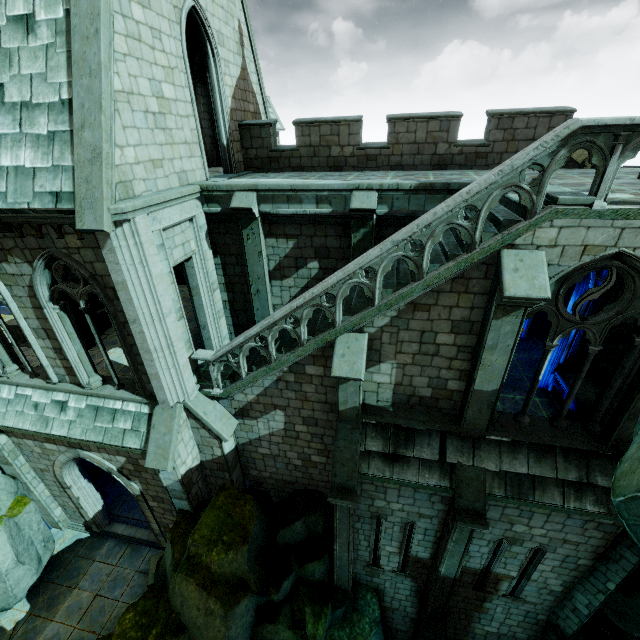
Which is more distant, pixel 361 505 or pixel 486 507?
pixel 361 505

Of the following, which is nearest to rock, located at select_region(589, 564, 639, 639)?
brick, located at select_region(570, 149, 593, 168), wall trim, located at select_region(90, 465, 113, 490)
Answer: wall trim, located at select_region(90, 465, 113, 490)

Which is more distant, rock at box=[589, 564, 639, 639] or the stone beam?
the stone beam

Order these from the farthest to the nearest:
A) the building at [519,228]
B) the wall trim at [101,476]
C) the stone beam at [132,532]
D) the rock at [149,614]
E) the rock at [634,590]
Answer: the wall trim at [101,476] → the stone beam at [132,532] → the rock at [634,590] → the rock at [149,614] → the building at [519,228]

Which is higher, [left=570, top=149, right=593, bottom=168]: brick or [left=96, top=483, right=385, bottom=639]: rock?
[left=570, top=149, right=593, bottom=168]: brick

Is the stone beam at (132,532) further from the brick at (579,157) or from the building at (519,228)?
the brick at (579,157)

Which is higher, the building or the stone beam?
the building

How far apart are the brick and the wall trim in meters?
21.3 m
